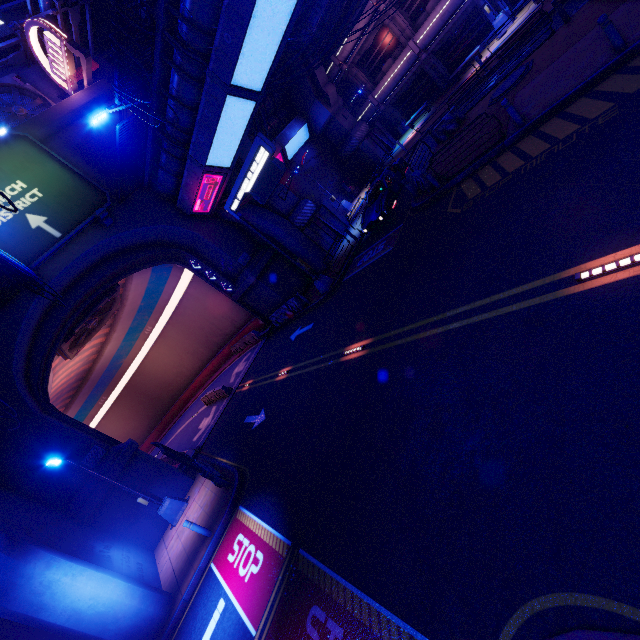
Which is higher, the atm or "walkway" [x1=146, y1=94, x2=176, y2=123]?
"walkway" [x1=146, y1=94, x2=176, y2=123]

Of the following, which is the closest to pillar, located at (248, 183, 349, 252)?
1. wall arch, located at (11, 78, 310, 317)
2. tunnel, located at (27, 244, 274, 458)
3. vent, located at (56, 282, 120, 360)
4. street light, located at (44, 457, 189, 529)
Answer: wall arch, located at (11, 78, 310, 317)

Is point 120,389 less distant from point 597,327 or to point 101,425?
point 101,425

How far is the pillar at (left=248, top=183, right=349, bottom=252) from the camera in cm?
2308

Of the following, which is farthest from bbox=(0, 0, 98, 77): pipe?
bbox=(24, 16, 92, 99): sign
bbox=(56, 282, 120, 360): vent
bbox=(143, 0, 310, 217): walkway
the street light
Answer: the street light

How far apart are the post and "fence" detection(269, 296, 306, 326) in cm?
1835

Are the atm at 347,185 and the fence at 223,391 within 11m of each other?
no

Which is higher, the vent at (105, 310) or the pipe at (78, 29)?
Result: the pipe at (78, 29)
